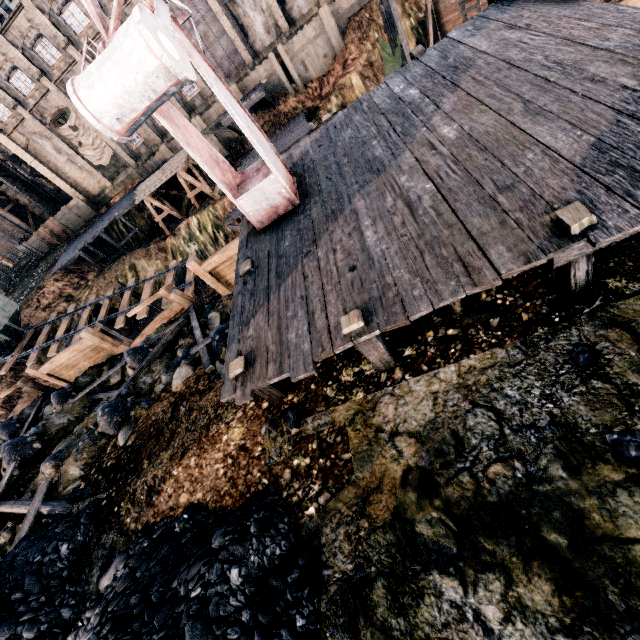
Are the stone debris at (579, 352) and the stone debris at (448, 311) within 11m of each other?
yes

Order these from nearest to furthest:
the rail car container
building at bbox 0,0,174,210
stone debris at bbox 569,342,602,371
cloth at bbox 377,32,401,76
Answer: stone debris at bbox 569,342,602,371, cloth at bbox 377,32,401,76, the rail car container, building at bbox 0,0,174,210

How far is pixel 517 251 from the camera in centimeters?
421cm

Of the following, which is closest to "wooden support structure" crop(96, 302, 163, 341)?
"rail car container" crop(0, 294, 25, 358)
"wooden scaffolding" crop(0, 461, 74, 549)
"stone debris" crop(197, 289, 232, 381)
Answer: "rail car container" crop(0, 294, 25, 358)

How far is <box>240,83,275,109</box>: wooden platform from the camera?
29.6 meters

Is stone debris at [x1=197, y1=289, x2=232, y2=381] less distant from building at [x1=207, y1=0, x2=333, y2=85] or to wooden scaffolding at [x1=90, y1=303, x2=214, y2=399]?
wooden scaffolding at [x1=90, y1=303, x2=214, y2=399]

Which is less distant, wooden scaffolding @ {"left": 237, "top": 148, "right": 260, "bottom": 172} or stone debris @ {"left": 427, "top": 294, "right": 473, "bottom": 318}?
stone debris @ {"left": 427, "top": 294, "right": 473, "bottom": 318}

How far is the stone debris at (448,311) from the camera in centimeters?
559cm
